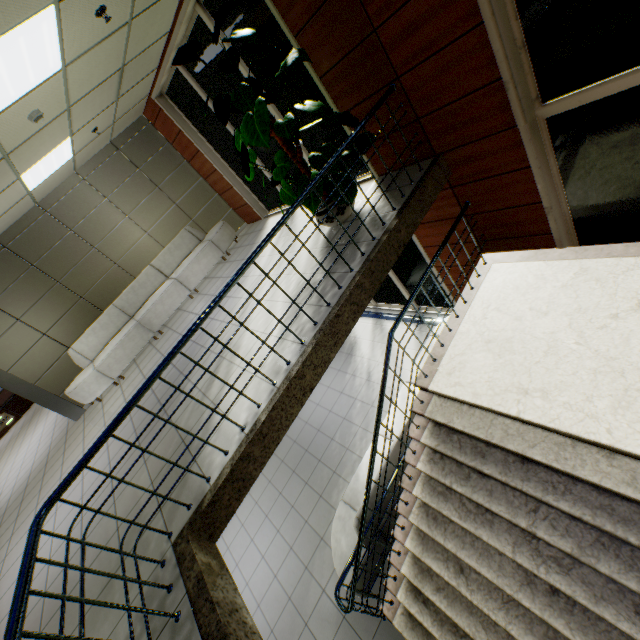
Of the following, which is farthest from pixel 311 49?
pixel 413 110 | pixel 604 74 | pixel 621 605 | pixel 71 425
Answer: pixel 71 425

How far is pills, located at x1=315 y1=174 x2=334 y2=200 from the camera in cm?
382

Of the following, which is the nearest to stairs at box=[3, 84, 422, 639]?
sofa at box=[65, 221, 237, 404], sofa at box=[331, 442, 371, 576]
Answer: sofa at box=[331, 442, 371, 576]

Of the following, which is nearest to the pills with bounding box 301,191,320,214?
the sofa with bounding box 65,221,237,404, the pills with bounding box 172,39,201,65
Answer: the pills with bounding box 172,39,201,65

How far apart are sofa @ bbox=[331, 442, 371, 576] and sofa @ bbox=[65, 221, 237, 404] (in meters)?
5.03

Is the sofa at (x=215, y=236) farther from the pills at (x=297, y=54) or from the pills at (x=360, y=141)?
the pills at (x=360, y=141)

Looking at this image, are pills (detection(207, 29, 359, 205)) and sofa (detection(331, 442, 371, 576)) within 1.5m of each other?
no

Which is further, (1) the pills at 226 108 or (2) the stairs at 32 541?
(1) the pills at 226 108
